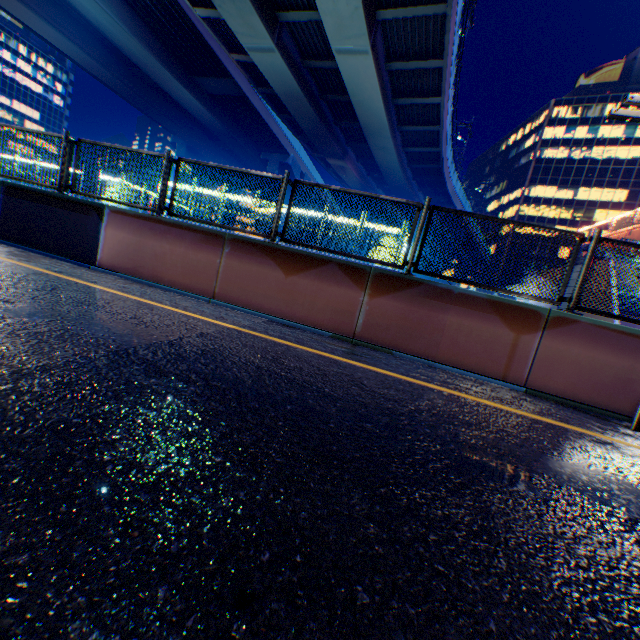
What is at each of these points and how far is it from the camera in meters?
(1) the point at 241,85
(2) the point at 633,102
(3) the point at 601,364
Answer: (1) overpass support, 27.9 m
(2) street light, 3.9 m
(3) overpass support, 4.9 m

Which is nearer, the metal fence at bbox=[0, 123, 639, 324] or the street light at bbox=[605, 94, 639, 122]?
the street light at bbox=[605, 94, 639, 122]

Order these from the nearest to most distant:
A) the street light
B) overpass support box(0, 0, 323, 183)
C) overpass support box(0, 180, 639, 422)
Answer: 1. the street light
2. overpass support box(0, 180, 639, 422)
3. overpass support box(0, 0, 323, 183)

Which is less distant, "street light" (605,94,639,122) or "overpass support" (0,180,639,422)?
"street light" (605,94,639,122)

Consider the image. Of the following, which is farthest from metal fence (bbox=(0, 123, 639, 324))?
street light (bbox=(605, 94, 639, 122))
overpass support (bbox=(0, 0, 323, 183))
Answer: street light (bbox=(605, 94, 639, 122))

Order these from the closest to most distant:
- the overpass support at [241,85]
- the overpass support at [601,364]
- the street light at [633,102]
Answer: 1. the street light at [633,102]
2. the overpass support at [601,364]
3. the overpass support at [241,85]

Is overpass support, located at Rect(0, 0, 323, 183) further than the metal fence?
Yes

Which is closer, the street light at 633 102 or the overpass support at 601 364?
the street light at 633 102
